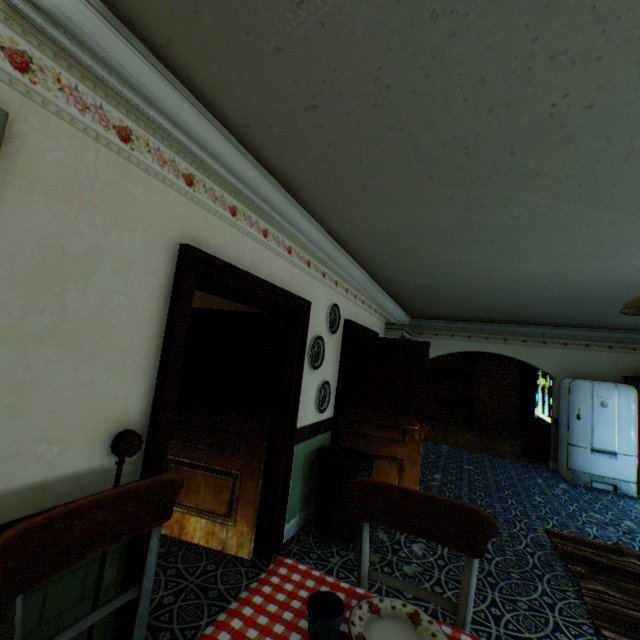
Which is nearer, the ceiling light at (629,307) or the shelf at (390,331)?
the ceiling light at (629,307)

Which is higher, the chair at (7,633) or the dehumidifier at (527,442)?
the chair at (7,633)

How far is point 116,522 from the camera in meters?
1.3 m

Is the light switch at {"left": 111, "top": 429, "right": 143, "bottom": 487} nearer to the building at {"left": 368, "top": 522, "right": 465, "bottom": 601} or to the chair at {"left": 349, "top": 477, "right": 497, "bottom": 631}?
the building at {"left": 368, "top": 522, "right": 465, "bottom": 601}

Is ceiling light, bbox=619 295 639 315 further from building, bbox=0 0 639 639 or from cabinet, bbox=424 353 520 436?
cabinet, bbox=424 353 520 436

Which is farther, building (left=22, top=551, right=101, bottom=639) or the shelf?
the shelf

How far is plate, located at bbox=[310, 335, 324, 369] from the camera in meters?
3.5 m

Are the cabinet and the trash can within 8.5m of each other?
no
